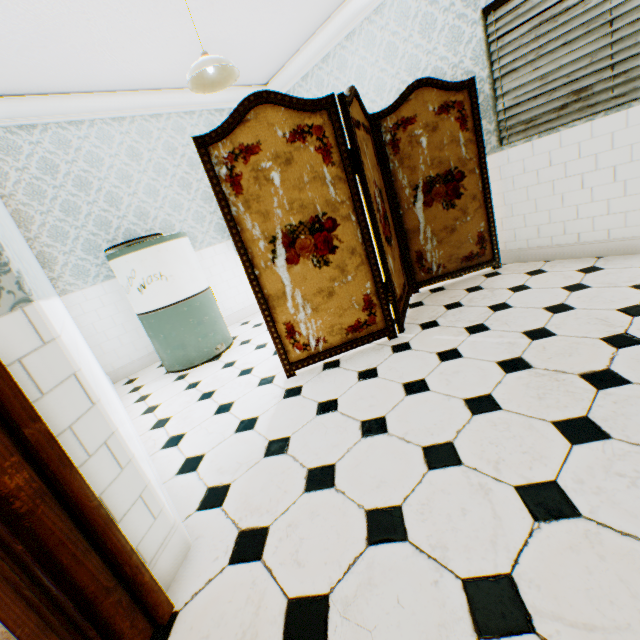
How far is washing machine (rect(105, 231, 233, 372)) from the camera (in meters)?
3.29

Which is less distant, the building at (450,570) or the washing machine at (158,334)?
the building at (450,570)

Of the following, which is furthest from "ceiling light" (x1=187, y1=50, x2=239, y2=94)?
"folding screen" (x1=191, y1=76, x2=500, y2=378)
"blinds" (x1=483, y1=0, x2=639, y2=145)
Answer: "blinds" (x1=483, y1=0, x2=639, y2=145)

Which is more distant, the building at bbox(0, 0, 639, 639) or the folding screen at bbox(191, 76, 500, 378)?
the folding screen at bbox(191, 76, 500, 378)

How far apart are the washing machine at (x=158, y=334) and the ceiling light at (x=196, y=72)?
1.3 meters

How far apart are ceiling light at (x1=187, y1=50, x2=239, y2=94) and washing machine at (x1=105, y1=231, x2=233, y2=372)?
1.33m

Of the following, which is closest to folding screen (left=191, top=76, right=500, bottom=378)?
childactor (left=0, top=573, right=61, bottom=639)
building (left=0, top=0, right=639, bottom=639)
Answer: building (left=0, top=0, right=639, bottom=639)

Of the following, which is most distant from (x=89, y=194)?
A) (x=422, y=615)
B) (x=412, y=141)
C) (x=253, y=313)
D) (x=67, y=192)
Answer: (x=422, y=615)
